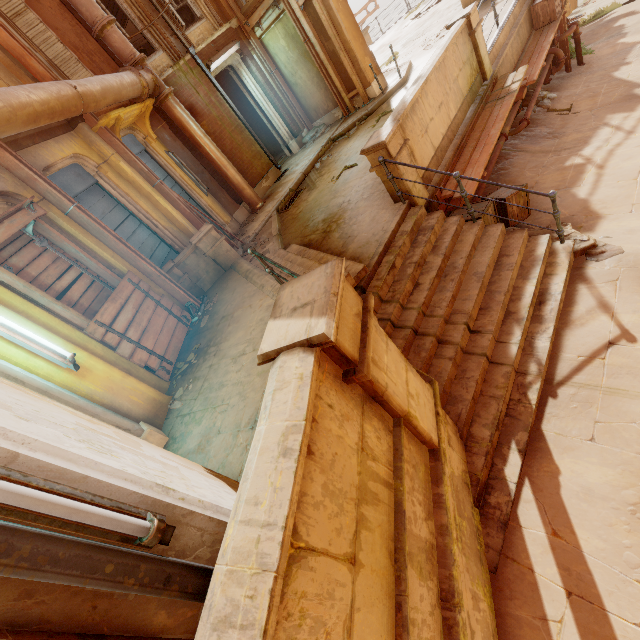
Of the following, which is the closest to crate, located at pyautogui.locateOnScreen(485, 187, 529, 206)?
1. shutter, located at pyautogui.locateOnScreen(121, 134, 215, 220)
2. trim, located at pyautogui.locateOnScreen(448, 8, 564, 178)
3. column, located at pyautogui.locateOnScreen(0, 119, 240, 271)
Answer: trim, located at pyautogui.locateOnScreen(448, 8, 564, 178)

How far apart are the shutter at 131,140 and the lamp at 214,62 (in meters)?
3.79

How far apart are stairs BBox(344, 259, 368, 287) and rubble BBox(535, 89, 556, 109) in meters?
8.1 m

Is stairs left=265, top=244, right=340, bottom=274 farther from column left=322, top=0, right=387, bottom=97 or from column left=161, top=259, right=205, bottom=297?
column left=322, top=0, right=387, bottom=97

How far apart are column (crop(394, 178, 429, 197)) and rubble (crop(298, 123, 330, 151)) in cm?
781

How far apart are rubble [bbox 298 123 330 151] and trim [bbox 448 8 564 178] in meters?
6.1 m

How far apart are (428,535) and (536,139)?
10.0 meters

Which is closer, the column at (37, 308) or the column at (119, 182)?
the column at (37, 308)
